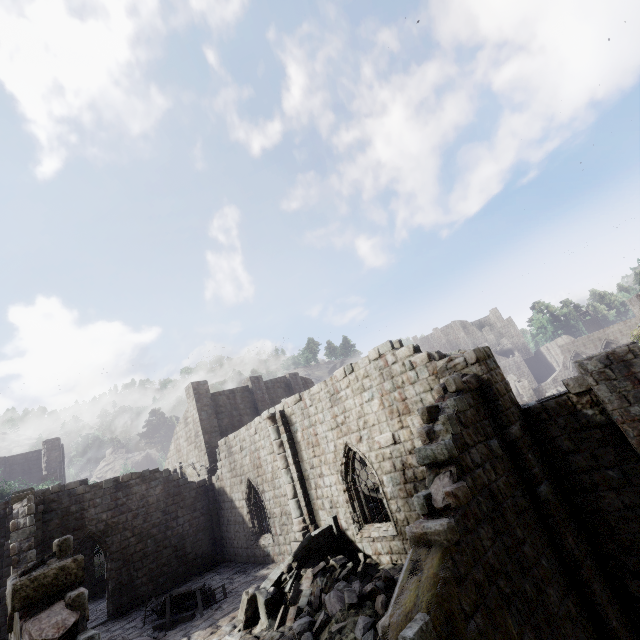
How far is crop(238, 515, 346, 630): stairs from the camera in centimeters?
1015cm

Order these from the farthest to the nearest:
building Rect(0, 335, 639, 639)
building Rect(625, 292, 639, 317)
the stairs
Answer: building Rect(625, 292, 639, 317)
the stairs
building Rect(0, 335, 639, 639)

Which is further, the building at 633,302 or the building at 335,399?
the building at 633,302

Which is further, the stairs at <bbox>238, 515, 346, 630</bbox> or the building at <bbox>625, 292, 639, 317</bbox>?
the building at <bbox>625, 292, 639, 317</bbox>

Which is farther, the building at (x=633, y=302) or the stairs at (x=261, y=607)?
the building at (x=633, y=302)

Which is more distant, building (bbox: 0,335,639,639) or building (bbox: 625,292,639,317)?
building (bbox: 625,292,639,317)

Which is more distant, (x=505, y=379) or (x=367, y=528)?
(x=367, y=528)
